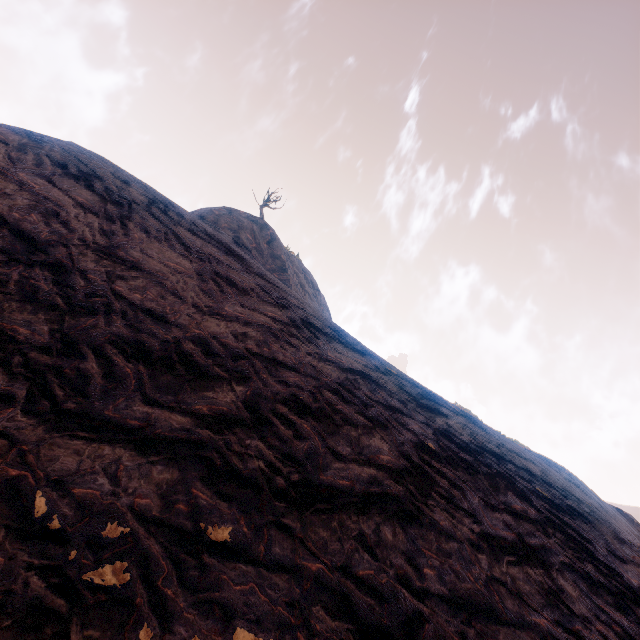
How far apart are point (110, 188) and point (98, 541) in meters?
11.1
